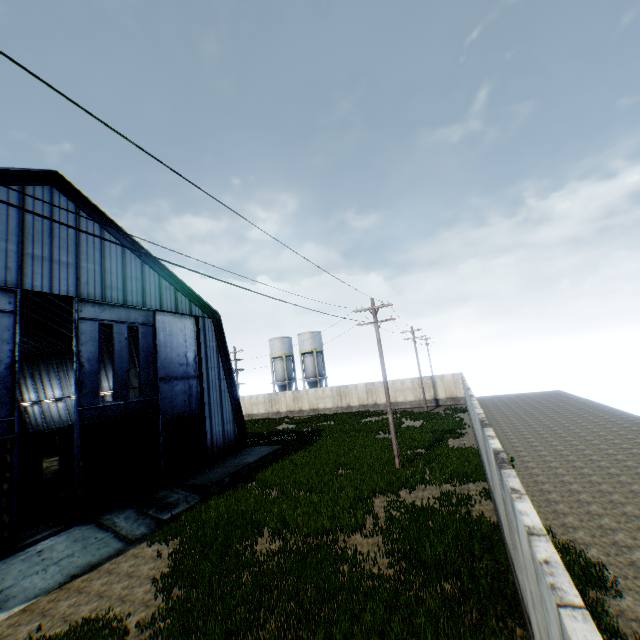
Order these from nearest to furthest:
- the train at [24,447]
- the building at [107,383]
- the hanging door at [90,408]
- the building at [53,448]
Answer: the hanging door at [90,408] → the train at [24,447] → the building at [107,383] → the building at [53,448]

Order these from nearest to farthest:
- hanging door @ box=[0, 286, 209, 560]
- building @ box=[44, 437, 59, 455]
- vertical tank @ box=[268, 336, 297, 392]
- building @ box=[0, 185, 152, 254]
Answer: hanging door @ box=[0, 286, 209, 560]
building @ box=[0, 185, 152, 254]
building @ box=[44, 437, 59, 455]
vertical tank @ box=[268, 336, 297, 392]

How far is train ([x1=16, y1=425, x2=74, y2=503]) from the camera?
19.17m

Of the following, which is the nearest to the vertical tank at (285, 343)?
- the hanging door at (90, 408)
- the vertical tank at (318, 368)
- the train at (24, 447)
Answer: the vertical tank at (318, 368)

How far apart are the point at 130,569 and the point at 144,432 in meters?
8.1

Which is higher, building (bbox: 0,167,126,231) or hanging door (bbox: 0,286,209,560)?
building (bbox: 0,167,126,231)

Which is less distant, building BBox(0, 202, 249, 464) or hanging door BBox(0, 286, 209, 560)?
hanging door BBox(0, 286, 209, 560)

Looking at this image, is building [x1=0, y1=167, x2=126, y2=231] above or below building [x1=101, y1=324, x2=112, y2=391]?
above
